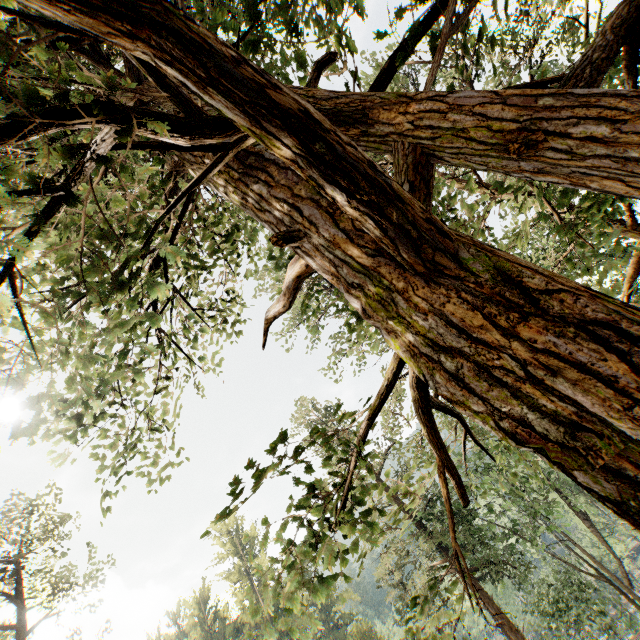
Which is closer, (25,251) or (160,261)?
(25,251)

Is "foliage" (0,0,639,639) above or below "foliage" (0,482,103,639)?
below

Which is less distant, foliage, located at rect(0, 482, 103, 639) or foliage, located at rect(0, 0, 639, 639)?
foliage, located at rect(0, 0, 639, 639)

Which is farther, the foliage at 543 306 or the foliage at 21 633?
the foliage at 21 633

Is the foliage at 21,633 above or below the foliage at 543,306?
above
